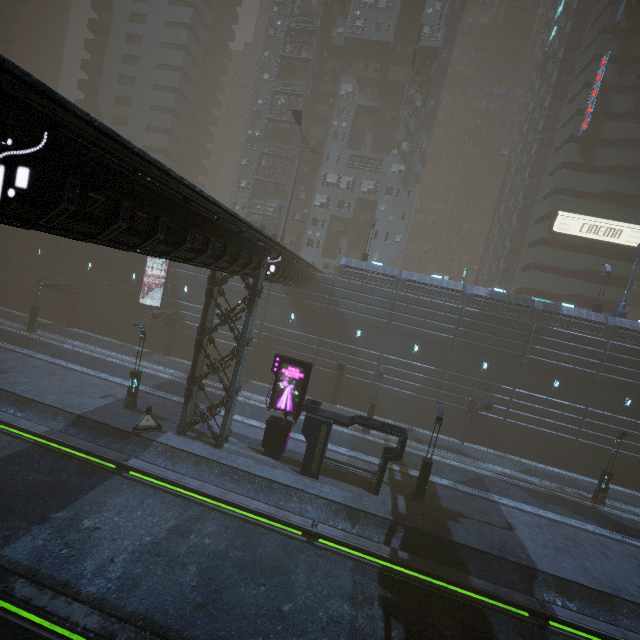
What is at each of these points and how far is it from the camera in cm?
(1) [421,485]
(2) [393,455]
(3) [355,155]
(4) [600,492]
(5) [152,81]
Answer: (1) street light, 1791
(2) building, 1750
(3) building, 4388
(4) street light, 2330
(5) building, 4775

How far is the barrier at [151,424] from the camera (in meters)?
18.41

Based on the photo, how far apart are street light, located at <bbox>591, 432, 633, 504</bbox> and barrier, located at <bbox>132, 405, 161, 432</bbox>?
30.56m

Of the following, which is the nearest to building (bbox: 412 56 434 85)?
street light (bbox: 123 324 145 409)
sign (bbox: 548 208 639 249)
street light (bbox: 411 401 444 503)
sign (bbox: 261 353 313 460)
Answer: sign (bbox: 548 208 639 249)

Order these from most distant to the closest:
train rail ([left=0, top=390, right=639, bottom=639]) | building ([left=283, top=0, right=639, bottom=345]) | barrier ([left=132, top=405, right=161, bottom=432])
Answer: building ([left=283, top=0, right=639, bottom=345])
barrier ([left=132, top=405, right=161, bottom=432])
train rail ([left=0, top=390, right=639, bottom=639])

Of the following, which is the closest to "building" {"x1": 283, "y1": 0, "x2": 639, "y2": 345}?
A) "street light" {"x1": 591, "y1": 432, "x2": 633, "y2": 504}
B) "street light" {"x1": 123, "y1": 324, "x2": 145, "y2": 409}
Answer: "street light" {"x1": 123, "y1": 324, "x2": 145, "y2": 409}

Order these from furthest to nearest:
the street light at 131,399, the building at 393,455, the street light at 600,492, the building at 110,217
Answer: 1. the street light at 600,492
2. the street light at 131,399
3. the building at 393,455
4. the building at 110,217

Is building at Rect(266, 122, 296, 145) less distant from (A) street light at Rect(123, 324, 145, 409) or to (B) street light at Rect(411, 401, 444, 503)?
(B) street light at Rect(411, 401, 444, 503)
